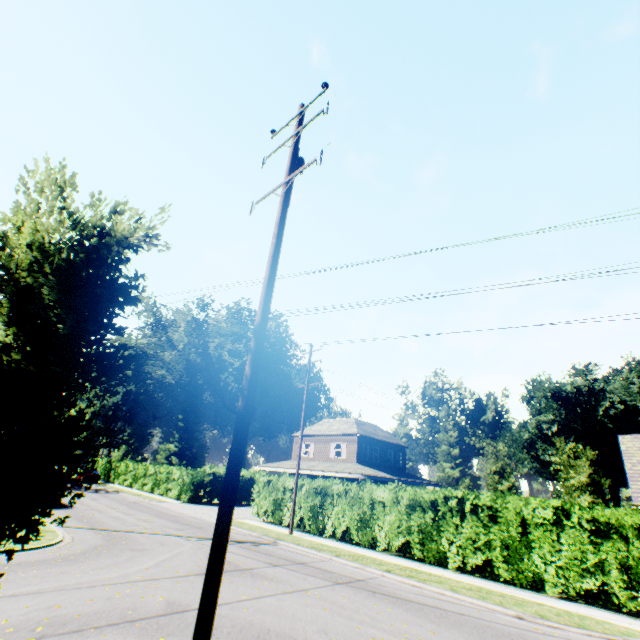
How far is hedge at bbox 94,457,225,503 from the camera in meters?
30.9 m

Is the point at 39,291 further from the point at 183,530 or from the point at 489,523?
the point at 183,530

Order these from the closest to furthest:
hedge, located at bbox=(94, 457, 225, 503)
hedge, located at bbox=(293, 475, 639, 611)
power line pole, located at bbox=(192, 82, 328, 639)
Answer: power line pole, located at bbox=(192, 82, 328, 639) < hedge, located at bbox=(293, 475, 639, 611) < hedge, located at bbox=(94, 457, 225, 503)

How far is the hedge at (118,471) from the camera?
30.9 meters

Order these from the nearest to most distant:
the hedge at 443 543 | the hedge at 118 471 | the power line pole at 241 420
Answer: the power line pole at 241 420
the hedge at 443 543
the hedge at 118 471

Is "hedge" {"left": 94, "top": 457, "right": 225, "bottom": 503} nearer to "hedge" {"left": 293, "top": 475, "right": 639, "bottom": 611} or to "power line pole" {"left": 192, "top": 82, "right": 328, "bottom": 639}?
"hedge" {"left": 293, "top": 475, "right": 639, "bottom": 611}

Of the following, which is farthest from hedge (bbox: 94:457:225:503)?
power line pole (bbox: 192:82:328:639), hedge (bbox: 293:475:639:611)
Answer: power line pole (bbox: 192:82:328:639)
